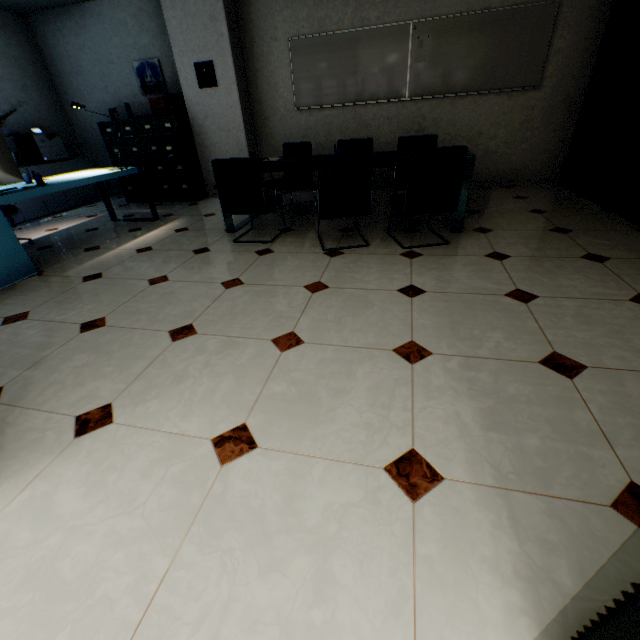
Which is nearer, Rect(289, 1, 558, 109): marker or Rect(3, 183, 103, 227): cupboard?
Rect(289, 1, 558, 109): marker

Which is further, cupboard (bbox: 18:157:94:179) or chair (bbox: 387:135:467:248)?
cupboard (bbox: 18:157:94:179)

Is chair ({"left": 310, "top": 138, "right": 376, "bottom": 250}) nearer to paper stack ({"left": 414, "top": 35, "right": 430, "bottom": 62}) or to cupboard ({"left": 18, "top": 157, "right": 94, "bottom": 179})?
paper stack ({"left": 414, "top": 35, "right": 430, "bottom": 62})

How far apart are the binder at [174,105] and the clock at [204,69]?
0.4 meters

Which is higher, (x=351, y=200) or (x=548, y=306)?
(x=351, y=200)

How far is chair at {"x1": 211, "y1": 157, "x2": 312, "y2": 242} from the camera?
3.2 meters

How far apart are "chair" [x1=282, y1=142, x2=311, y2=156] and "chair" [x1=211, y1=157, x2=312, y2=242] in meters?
0.7

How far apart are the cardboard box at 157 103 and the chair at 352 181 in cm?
385
